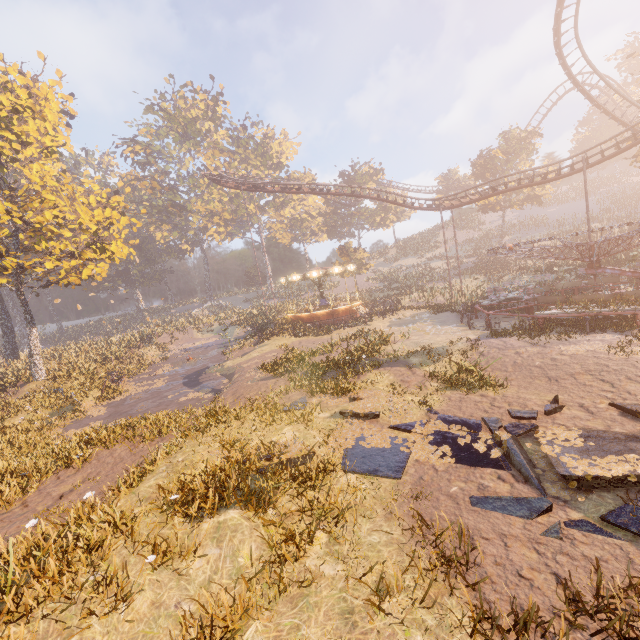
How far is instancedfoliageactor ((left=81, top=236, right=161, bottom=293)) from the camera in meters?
54.4 m

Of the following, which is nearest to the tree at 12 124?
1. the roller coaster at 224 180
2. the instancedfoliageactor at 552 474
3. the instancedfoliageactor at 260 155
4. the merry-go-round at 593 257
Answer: the instancedfoliageactor at 260 155

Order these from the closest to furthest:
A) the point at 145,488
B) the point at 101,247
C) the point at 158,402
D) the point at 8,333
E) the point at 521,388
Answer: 1. the point at 145,488
2. the point at 521,388
3. the point at 158,402
4. the point at 101,247
5. the point at 8,333

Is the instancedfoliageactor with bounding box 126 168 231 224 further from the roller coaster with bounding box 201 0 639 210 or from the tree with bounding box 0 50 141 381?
the tree with bounding box 0 50 141 381

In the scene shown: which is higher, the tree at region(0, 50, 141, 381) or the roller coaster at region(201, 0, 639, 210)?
the roller coaster at region(201, 0, 639, 210)

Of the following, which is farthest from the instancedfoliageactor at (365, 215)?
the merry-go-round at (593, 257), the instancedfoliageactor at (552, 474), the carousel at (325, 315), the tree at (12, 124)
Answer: the instancedfoliageactor at (552, 474)
